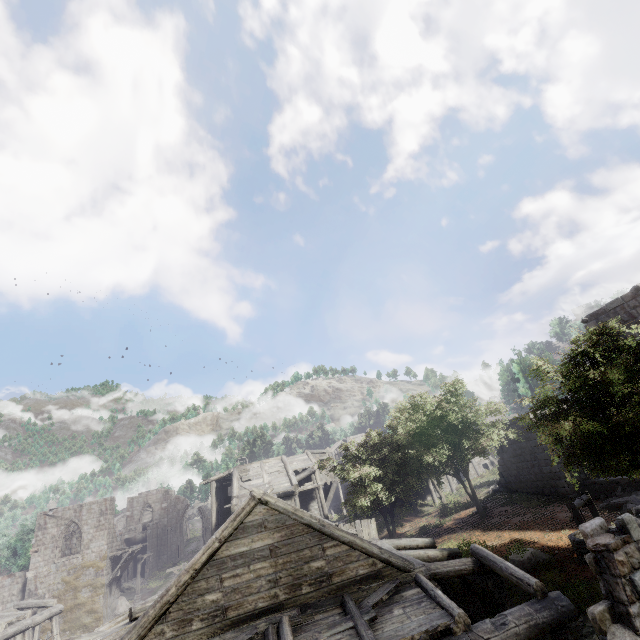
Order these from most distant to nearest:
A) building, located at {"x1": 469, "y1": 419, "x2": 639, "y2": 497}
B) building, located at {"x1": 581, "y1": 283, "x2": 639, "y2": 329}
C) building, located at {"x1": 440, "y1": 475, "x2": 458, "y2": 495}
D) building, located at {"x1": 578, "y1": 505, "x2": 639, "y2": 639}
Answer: building, located at {"x1": 440, "y1": 475, "x2": 458, "y2": 495}
building, located at {"x1": 469, "y1": 419, "x2": 639, "y2": 497}
building, located at {"x1": 581, "y1": 283, "x2": 639, "y2": 329}
building, located at {"x1": 578, "y1": 505, "x2": 639, "y2": 639}

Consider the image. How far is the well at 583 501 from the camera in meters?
12.2

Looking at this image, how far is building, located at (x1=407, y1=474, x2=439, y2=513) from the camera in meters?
31.0 m

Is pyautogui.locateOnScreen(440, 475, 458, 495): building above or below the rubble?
above

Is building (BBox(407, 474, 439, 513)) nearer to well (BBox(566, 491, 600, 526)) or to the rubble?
the rubble

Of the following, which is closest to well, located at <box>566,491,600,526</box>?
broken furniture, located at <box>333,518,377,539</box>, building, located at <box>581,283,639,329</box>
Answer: building, located at <box>581,283,639,329</box>

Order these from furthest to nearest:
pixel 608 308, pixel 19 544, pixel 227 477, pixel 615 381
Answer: pixel 19 544
pixel 227 477
pixel 608 308
pixel 615 381

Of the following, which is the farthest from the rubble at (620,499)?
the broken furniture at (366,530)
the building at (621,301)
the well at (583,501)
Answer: the broken furniture at (366,530)
